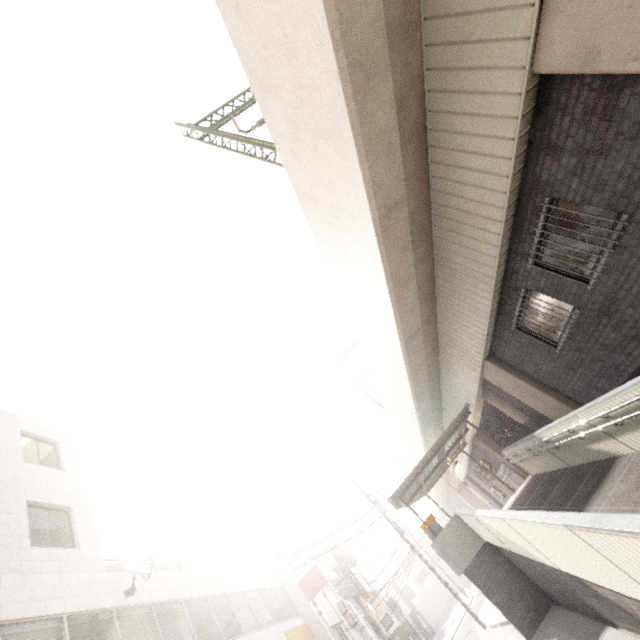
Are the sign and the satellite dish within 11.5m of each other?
yes

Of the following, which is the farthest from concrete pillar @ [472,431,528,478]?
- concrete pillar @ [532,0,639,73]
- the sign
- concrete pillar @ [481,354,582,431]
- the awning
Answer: concrete pillar @ [532,0,639,73]

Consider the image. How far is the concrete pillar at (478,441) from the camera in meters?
16.8

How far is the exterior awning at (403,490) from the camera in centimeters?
1336cm

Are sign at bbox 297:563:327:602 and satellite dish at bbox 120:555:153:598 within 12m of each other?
yes

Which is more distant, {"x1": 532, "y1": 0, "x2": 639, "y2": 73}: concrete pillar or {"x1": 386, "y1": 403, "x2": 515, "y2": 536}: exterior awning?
{"x1": 386, "y1": 403, "x2": 515, "y2": 536}: exterior awning

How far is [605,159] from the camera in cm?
498

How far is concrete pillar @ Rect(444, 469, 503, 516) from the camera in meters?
25.3 m
